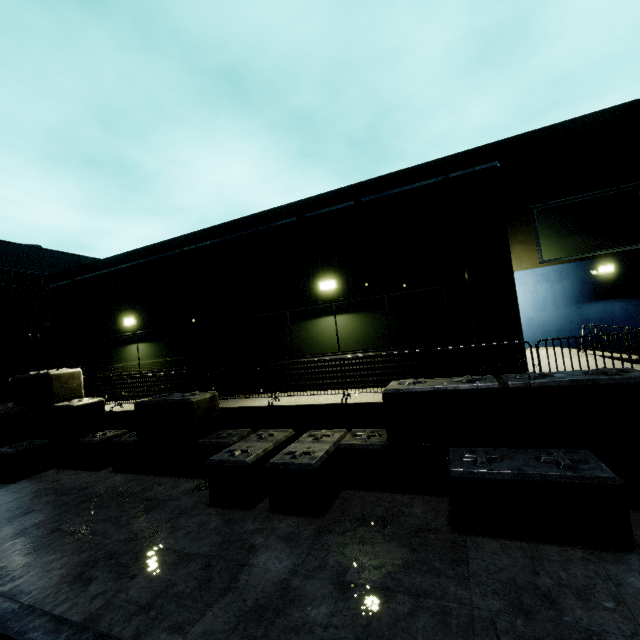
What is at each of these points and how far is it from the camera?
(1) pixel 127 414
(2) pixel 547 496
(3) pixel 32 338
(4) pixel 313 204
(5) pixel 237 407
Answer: (1) building, 9.7m
(2) concrete block, 4.0m
(3) pipe, 28.6m
(4) building, 17.3m
(5) building, 8.2m

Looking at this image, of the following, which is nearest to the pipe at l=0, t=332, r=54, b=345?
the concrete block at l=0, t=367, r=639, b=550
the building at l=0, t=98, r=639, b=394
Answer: the building at l=0, t=98, r=639, b=394

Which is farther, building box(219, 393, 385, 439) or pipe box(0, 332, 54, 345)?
pipe box(0, 332, 54, 345)

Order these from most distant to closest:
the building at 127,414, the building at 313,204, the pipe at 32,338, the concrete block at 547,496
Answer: the pipe at 32,338 → the building at 127,414 → the building at 313,204 → the concrete block at 547,496

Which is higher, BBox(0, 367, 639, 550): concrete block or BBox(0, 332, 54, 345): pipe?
BBox(0, 332, 54, 345): pipe

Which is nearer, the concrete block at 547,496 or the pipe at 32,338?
the concrete block at 547,496

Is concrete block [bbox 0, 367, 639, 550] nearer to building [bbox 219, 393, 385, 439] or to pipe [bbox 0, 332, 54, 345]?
building [bbox 219, 393, 385, 439]
